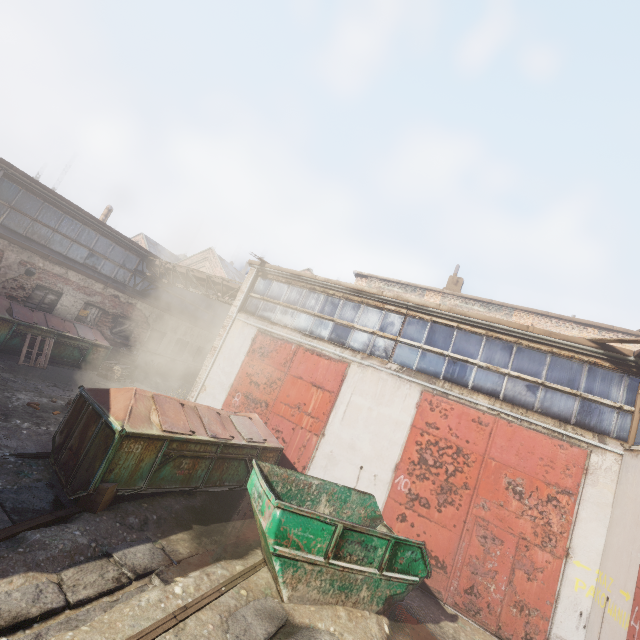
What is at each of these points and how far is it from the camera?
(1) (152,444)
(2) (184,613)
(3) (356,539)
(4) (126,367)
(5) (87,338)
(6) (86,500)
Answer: (1) trash container, 5.84m
(2) track, 4.01m
(3) container, 5.32m
(4) pallet, 14.75m
(5) trash container, 13.41m
(6) carton, 5.17m

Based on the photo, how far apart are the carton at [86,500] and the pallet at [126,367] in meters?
9.8

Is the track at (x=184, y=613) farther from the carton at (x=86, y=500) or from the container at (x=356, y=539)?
the carton at (x=86, y=500)

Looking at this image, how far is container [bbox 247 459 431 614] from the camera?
4.96m

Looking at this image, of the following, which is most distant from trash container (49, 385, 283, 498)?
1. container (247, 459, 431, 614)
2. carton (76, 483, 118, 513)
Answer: container (247, 459, 431, 614)

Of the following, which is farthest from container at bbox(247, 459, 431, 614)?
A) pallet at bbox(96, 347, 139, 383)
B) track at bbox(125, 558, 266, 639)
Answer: pallet at bbox(96, 347, 139, 383)

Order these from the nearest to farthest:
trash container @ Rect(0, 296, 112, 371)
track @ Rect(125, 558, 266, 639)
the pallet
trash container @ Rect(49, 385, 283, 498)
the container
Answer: track @ Rect(125, 558, 266, 639) < the container < trash container @ Rect(49, 385, 283, 498) < trash container @ Rect(0, 296, 112, 371) < the pallet

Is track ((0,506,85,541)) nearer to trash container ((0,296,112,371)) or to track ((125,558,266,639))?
track ((125,558,266,639))
